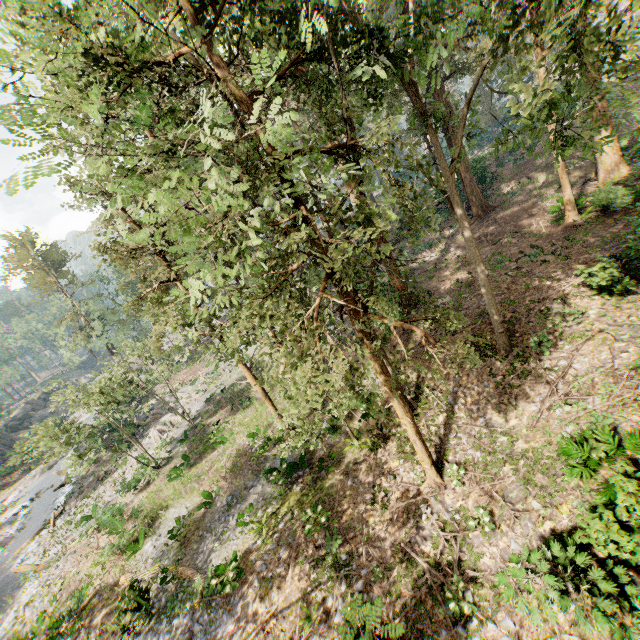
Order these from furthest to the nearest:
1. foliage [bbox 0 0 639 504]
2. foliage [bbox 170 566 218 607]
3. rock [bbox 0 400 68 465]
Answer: rock [bbox 0 400 68 465], foliage [bbox 170 566 218 607], foliage [bbox 0 0 639 504]

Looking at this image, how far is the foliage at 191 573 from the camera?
13.1 meters

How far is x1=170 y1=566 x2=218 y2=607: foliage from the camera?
13.15m

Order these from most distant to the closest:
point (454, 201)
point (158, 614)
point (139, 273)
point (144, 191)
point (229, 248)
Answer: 1. point (139, 273)
2. point (158, 614)
3. point (454, 201)
4. point (229, 248)
5. point (144, 191)

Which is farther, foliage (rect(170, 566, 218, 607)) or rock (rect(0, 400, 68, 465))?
rock (rect(0, 400, 68, 465))

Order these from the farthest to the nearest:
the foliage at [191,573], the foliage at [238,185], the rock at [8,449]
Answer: the rock at [8,449]
the foliage at [191,573]
the foliage at [238,185]

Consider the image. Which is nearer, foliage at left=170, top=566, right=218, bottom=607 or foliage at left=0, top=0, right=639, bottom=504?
foliage at left=0, top=0, right=639, bottom=504
